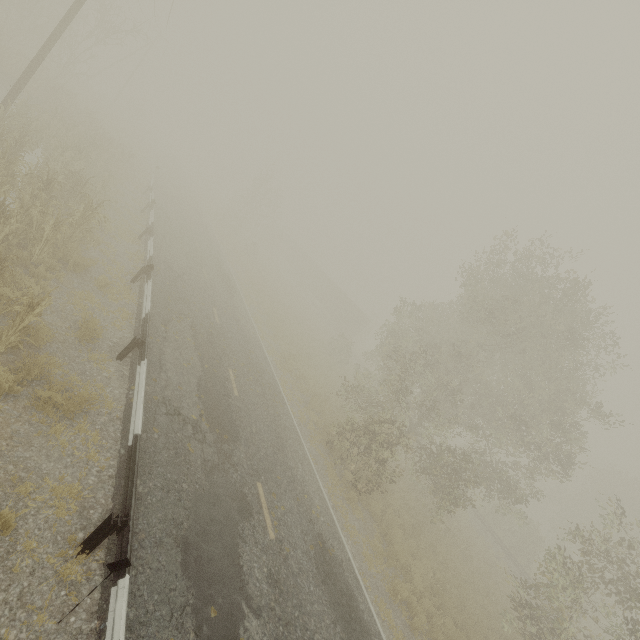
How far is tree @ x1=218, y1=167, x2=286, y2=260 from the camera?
41.4m

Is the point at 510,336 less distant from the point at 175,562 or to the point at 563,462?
the point at 563,462

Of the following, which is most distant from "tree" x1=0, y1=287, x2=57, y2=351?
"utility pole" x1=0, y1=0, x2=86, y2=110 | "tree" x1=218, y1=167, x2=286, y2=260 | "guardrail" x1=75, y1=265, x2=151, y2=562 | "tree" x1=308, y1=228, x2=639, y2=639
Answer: "tree" x1=218, y1=167, x2=286, y2=260

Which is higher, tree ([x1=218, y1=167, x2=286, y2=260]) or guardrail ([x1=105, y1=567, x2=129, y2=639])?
tree ([x1=218, y1=167, x2=286, y2=260])

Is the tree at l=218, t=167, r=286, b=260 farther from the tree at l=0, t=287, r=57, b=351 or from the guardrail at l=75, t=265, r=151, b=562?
the tree at l=0, t=287, r=57, b=351

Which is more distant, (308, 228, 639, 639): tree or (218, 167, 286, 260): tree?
(218, 167, 286, 260): tree

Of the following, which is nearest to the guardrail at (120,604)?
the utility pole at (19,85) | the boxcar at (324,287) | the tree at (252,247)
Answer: the utility pole at (19,85)

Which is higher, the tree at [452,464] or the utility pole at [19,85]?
the tree at [452,464]
